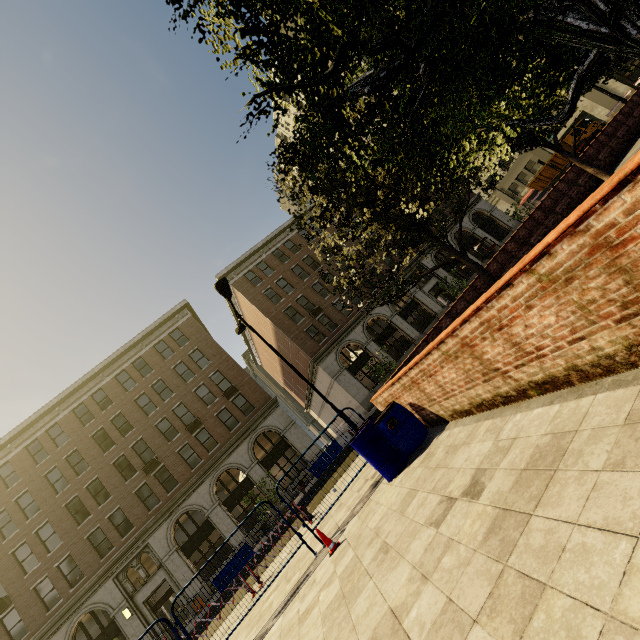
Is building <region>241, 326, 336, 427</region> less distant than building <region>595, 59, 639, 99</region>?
No

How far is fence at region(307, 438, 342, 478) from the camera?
7.65m

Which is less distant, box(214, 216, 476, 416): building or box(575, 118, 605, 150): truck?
box(214, 216, 476, 416): building

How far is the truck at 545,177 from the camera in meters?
38.0

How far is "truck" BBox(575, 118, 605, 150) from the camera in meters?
33.4 m

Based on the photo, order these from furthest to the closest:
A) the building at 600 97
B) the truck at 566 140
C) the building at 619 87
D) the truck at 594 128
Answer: the building at 600 97
the truck at 566 140
the building at 619 87
the truck at 594 128

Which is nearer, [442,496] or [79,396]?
[442,496]

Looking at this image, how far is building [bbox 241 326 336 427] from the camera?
41.84m
